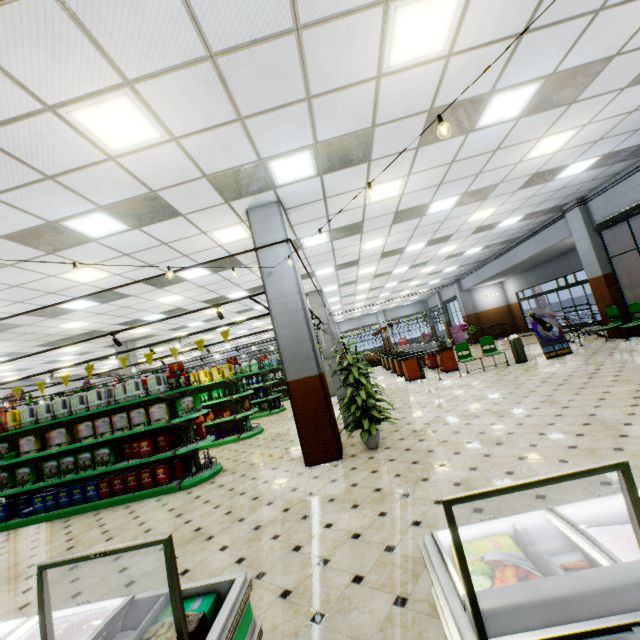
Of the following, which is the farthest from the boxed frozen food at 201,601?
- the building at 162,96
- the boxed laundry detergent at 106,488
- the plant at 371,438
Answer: the boxed laundry detergent at 106,488

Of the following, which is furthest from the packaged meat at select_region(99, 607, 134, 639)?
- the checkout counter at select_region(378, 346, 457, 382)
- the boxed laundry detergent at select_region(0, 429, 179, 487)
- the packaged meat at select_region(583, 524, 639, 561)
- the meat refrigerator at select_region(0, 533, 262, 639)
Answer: the checkout counter at select_region(378, 346, 457, 382)

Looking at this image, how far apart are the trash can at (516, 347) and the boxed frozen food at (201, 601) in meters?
11.7 m

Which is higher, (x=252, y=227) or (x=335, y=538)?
(x=252, y=227)

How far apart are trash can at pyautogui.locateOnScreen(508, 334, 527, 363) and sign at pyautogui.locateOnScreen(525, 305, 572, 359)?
0.47m

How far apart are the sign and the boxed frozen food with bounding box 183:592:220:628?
11.7 meters

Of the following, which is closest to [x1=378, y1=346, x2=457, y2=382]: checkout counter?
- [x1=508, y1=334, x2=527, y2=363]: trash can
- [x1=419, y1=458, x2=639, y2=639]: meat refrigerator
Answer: [x1=508, y1=334, x2=527, y2=363]: trash can

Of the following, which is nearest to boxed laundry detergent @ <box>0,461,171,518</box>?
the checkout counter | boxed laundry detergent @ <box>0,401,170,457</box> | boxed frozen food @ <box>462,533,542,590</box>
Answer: boxed laundry detergent @ <box>0,401,170,457</box>
